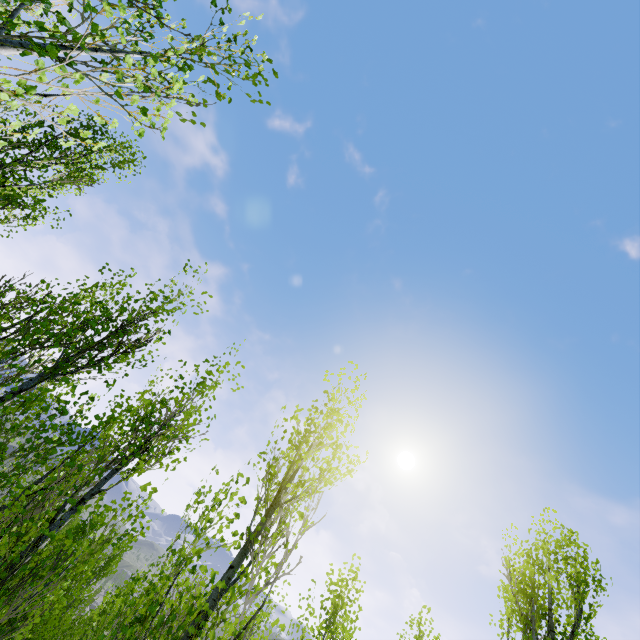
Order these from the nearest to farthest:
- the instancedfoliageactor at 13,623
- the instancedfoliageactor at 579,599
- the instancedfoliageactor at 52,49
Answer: the instancedfoliageactor at 52,49 < the instancedfoliageactor at 13,623 < the instancedfoliageactor at 579,599

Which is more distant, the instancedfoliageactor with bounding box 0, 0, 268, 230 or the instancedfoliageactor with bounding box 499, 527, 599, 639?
the instancedfoliageactor with bounding box 499, 527, 599, 639

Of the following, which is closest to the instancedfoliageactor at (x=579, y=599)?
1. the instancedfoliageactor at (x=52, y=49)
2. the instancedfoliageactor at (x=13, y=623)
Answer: A: the instancedfoliageactor at (x=13, y=623)

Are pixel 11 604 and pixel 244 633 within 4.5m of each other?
yes

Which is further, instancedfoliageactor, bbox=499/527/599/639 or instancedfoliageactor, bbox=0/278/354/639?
instancedfoliageactor, bbox=499/527/599/639

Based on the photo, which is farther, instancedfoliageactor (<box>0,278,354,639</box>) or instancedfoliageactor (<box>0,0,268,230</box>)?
instancedfoliageactor (<box>0,278,354,639</box>)

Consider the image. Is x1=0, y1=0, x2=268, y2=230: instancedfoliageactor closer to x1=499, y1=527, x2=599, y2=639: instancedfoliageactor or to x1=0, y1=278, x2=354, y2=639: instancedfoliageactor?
x1=0, y1=278, x2=354, y2=639: instancedfoliageactor
